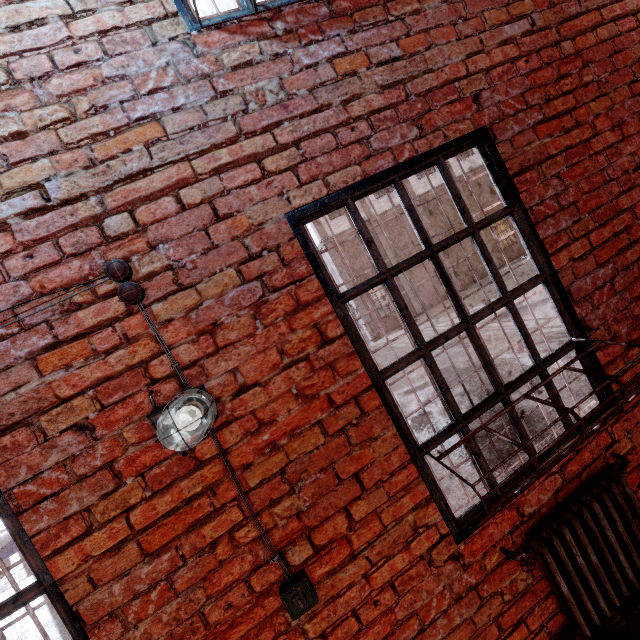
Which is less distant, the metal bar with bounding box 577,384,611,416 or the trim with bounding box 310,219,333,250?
the metal bar with bounding box 577,384,611,416

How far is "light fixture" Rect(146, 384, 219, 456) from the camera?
1.25m

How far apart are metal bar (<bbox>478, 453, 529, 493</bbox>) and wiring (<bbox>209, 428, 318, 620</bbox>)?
0.7m

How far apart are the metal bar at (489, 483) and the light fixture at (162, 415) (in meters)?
0.70

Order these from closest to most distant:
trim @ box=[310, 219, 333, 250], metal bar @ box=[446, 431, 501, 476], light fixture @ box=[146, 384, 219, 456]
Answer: light fixture @ box=[146, 384, 219, 456]
metal bar @ box=[446, 431, 501, 476]
trim @ box=[310, 219, 333, 250]

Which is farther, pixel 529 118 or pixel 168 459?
pixel 529 118

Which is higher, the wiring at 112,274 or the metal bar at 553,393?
the wiring at 112,274

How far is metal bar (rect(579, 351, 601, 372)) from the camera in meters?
2.0 m
